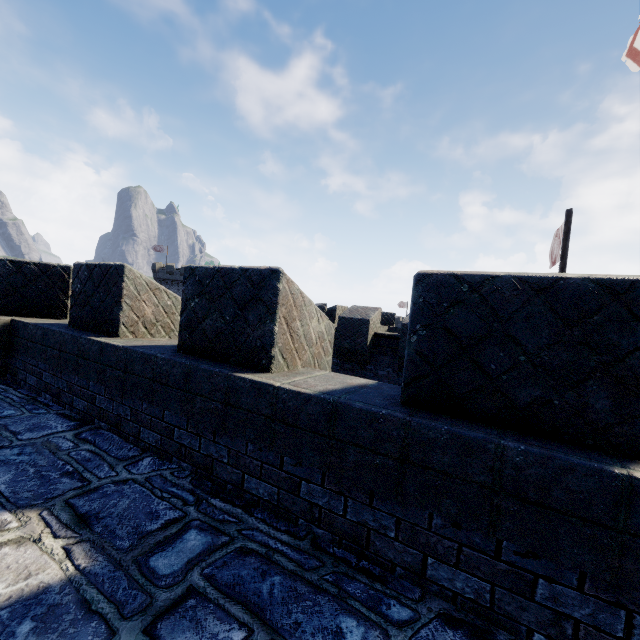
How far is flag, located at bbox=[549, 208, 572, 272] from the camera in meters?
10.5 m

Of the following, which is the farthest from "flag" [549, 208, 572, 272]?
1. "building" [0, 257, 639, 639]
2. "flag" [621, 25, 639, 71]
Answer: "flag" [621, 25, 639, 71]

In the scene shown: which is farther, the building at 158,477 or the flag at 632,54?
the flag at 632,54

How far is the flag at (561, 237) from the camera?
10.5m

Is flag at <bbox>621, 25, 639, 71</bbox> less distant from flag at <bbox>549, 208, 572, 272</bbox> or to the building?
the building

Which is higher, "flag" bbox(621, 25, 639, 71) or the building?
"flag" bbox(621, 25, 639, 71)

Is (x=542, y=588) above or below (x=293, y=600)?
above
